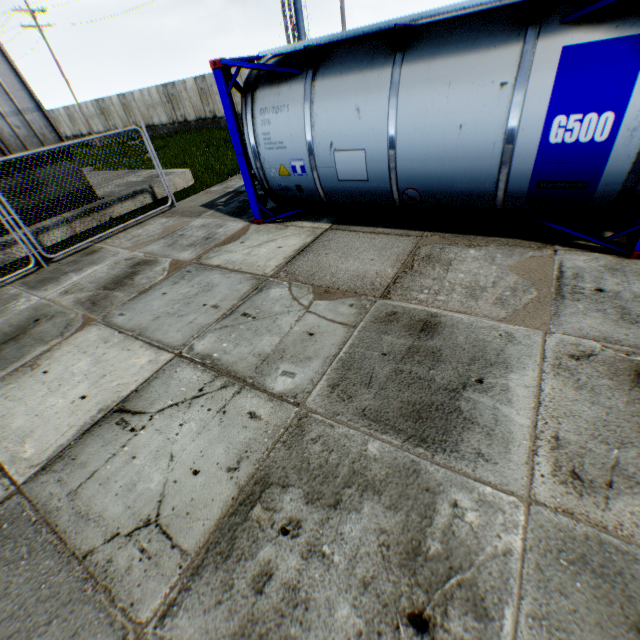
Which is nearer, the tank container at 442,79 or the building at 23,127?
the tank container at 442,79

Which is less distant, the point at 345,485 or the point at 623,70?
the point at 345,485

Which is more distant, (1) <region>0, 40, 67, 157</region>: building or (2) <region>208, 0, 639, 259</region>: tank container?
(1) <region>0, 40, 67, 157</region>: building
